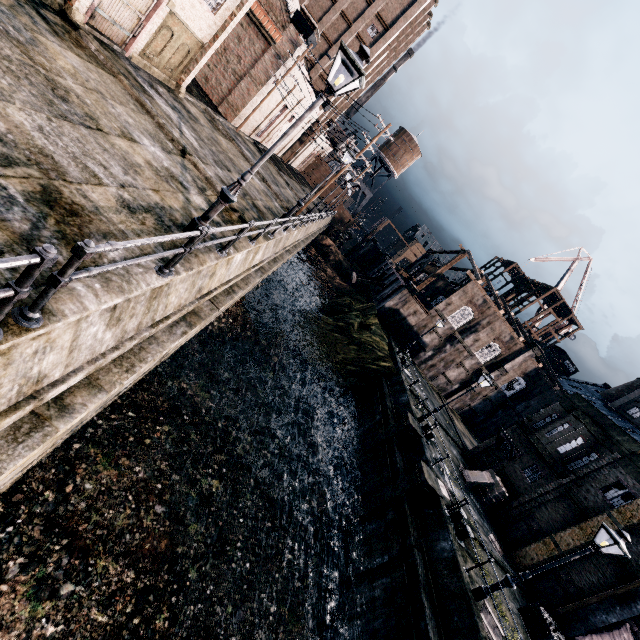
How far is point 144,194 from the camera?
7.9m

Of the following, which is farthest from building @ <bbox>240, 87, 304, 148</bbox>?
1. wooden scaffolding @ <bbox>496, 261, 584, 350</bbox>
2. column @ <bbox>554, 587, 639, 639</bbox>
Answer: column @ <bbox>554, 587, 639, 639</bbox>

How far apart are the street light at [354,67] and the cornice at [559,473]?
26.0m

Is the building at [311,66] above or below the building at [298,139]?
above

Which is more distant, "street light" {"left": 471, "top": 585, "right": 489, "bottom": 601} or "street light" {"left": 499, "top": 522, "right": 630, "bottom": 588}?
"street light" {"left": 471, "top": 585, "right": 489, "bottom": 601}

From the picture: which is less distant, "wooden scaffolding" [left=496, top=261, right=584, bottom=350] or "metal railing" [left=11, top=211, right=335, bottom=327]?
"metal railing" [left=11, top=211, right=335, bottom=327]

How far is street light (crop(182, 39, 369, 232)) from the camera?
6.7m

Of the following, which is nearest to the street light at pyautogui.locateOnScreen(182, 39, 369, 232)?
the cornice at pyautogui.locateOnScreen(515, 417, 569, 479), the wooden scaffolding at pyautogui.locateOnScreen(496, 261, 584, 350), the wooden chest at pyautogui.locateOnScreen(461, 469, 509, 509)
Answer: the wooden chest at pyautogui.locateOnScreen(461, 469, 509, 509)
